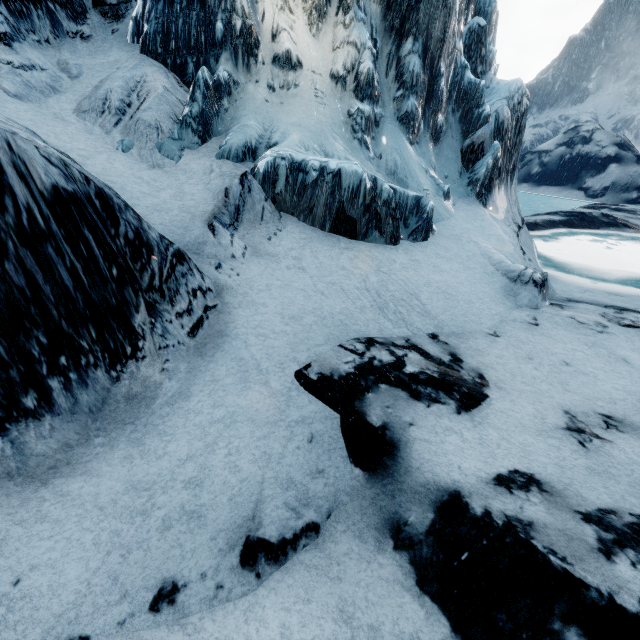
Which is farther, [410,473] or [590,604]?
[410,473]
